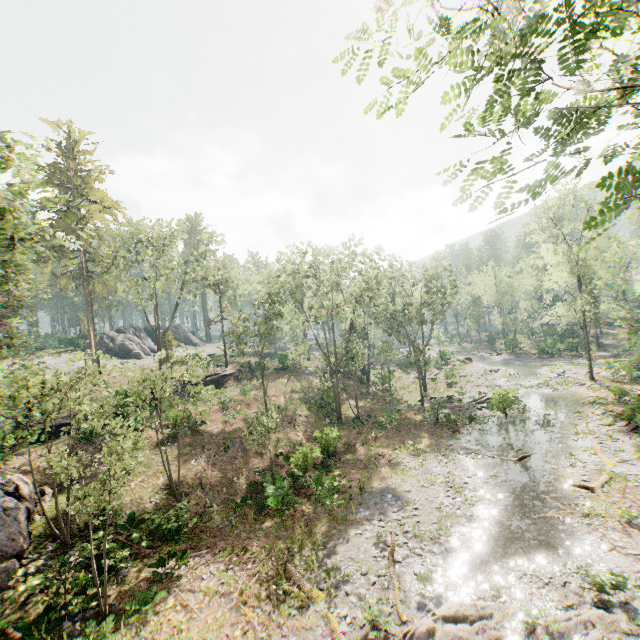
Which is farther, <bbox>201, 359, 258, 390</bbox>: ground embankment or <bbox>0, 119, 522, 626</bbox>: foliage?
<bbox>201, 359, 258, 390</bbox>: ground embankment

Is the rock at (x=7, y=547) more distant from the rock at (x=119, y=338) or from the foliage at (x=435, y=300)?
the rock at (x=119, y=338)

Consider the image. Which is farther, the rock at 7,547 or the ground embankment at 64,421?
the ground embankment at 64,421

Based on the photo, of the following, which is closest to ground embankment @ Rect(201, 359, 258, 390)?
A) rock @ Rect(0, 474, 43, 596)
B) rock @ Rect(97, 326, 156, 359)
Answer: rock @ Rect(0, 474, 43, 596)

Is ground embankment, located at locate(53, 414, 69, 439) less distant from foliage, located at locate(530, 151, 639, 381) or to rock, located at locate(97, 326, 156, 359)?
foliage, located at locate(530, 151, 639, 381)

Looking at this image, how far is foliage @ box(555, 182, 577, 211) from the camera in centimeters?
3709cm

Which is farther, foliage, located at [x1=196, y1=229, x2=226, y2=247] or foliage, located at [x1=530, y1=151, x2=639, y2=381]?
foliage, located at [x1=196, y1=229, x2=226, y2=247]

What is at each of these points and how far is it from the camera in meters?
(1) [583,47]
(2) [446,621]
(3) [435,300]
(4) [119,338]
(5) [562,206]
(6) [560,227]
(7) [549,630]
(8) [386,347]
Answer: (1) foliage, 3.5 m
(2) foliage, 10.6 m
(3) foliage, 45.1 m
(4) rock, 55.7 m
(5) foliage, 39.1 m
(6) foliage, 39.8 m
(7) foliage, 10.1 m
(8) foliage, 44.0 m
